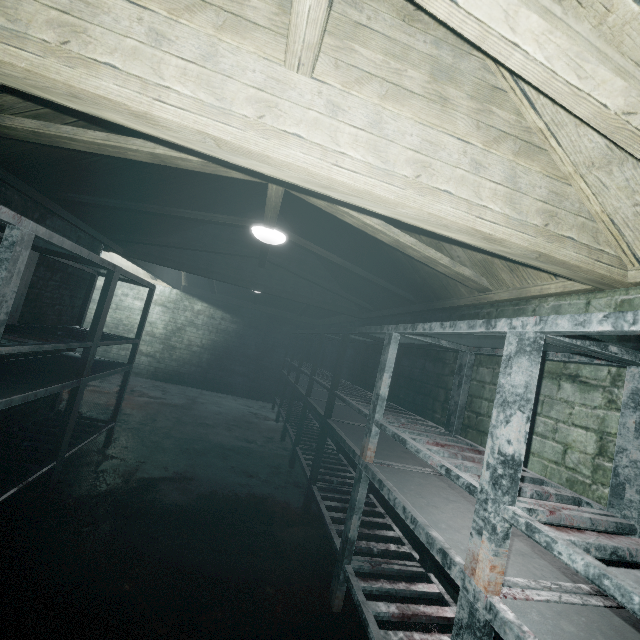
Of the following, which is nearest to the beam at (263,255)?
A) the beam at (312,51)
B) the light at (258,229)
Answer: the light at (258,229)

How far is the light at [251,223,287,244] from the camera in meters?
2.6 m

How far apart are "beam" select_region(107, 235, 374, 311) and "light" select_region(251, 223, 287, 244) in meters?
0.0

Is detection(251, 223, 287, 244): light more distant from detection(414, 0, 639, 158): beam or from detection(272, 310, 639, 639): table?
detection(414, 0, 639, 158): beam

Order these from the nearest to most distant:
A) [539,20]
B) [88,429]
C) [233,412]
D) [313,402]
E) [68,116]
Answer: [539,20], [68,116], [88,429], [313,402], [233,412]

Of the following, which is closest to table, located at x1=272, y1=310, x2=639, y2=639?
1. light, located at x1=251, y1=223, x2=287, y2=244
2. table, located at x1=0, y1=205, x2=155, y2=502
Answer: light, located at x1=251, y1=223, x2=287, y2=244

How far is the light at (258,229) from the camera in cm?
262
